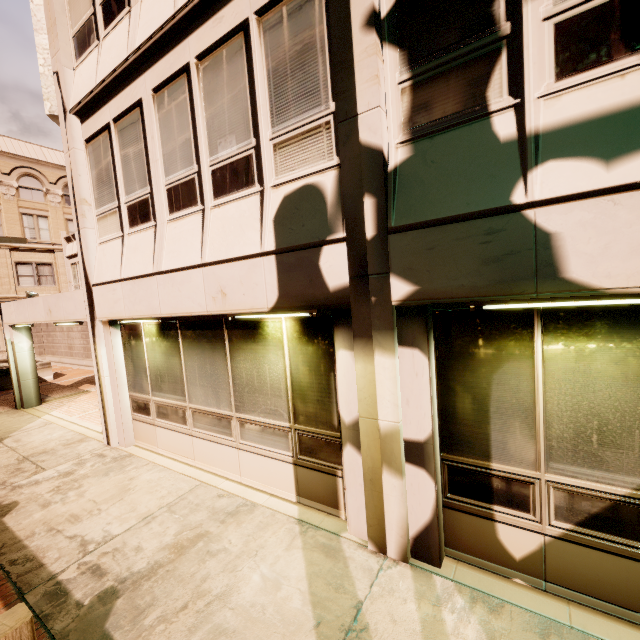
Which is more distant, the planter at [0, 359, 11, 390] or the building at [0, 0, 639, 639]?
the planter at [0, 359, 11, 390]

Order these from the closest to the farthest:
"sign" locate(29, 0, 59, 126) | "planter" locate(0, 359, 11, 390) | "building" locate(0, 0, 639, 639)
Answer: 1. "building" locate(0, 0, 639, 639)
2. "sign" locate(29, 0, 59, 126)
3. "planter" locate(0, 359, 11, 390)

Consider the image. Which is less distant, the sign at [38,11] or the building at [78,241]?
the building at [78,241]

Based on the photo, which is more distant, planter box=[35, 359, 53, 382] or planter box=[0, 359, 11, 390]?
planter box=[35, 359, 53, 382]

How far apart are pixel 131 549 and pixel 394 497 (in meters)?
3.59

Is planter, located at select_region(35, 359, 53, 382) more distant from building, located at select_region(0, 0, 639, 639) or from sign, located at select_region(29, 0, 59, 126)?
sign, located at select_region(29, 0, 59, 126)

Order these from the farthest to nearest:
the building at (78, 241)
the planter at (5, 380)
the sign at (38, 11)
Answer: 1. the planter at (5, 380)
2. the sign at (38, 11)
3. the building at (78, 241)

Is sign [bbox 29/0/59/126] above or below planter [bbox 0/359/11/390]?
above
